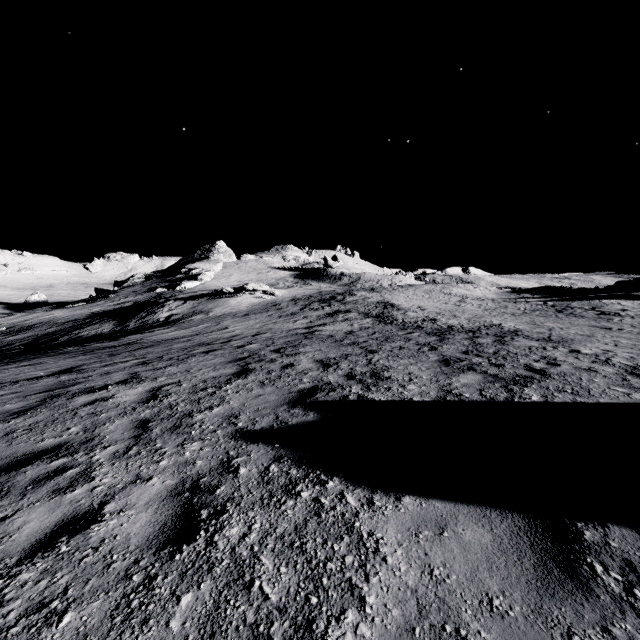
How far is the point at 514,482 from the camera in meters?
3.2 m
